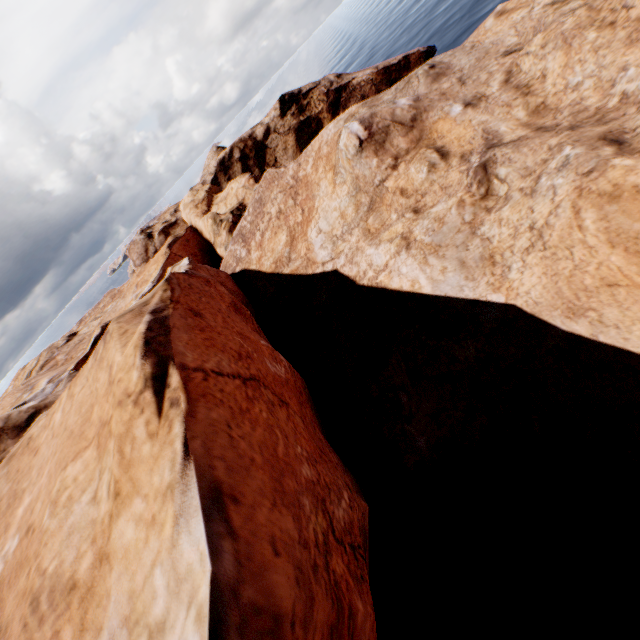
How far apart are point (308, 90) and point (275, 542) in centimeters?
5304cm
